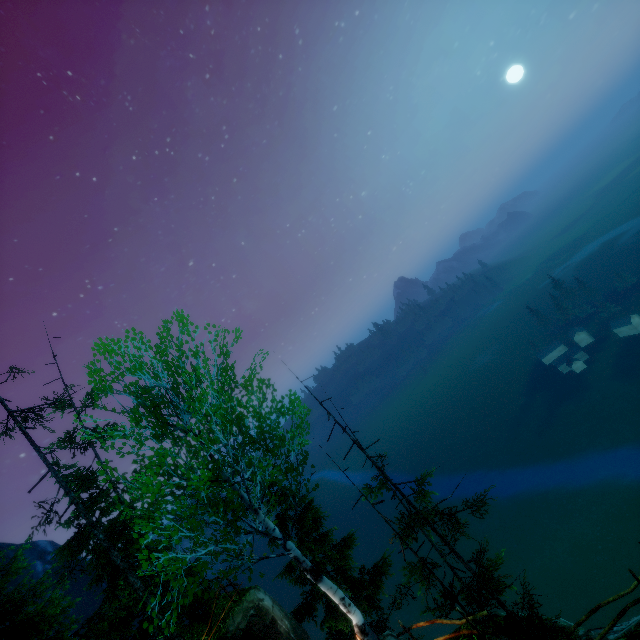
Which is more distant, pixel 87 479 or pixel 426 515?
pixel 87 479

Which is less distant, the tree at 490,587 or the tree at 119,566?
the tree at 119,566

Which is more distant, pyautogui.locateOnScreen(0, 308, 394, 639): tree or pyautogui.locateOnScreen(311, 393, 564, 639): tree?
pyautogui.locateOnScreen(311, 393, 564, 639): tree
